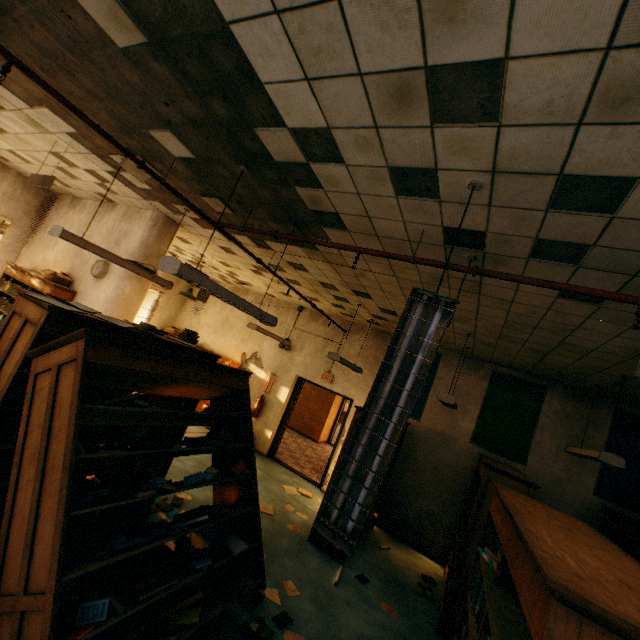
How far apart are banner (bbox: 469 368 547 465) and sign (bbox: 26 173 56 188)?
7.8m

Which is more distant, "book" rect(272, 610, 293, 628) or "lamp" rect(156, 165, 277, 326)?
"book" rect(272, 610, 293, 628)

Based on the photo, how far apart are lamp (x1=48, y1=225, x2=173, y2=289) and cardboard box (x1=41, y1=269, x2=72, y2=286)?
2.3m

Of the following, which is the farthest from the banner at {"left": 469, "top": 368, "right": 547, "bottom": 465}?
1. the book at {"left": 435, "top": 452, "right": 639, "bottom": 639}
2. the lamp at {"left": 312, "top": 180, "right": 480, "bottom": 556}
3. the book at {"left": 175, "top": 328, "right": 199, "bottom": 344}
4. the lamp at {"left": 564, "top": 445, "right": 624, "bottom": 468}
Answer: the lamp at {"left": 312, "top": 180, "right": 480, "bottom": 556}

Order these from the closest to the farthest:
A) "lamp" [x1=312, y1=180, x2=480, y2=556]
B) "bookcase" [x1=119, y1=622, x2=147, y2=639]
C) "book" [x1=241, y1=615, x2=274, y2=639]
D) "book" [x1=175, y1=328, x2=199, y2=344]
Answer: "lamp" [x1=312, y1=180, x2=480, y2=556] → "bookcase" [x1=119, y1=622, x2=147, y2=639] → "book" [x1=241, y1=615, x2=274, y2=639] → "book" [x1=175, y1=328, x2=199, y2=344]

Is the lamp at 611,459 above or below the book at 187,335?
above

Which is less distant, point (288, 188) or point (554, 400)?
point (288, 188)

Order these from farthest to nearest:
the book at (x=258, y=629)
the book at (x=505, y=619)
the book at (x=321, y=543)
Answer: the book at (x=321, y=543)
the book at (x=258, y=629)
the book at (x=505, y=619)
